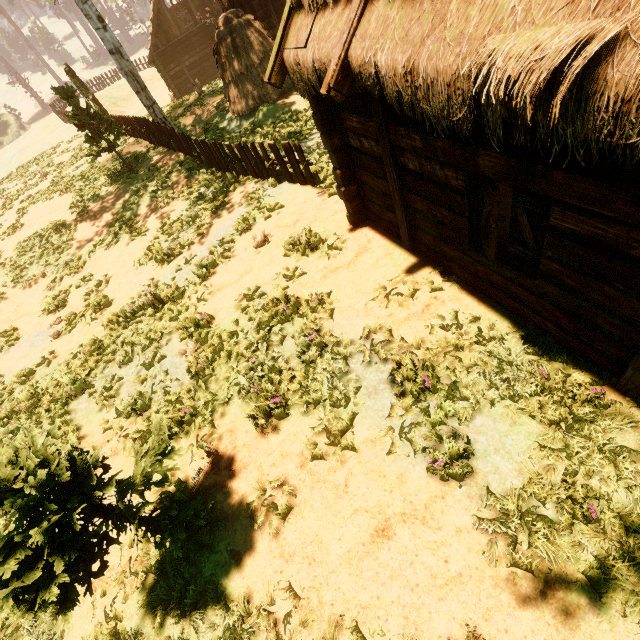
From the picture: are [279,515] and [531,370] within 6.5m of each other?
yes

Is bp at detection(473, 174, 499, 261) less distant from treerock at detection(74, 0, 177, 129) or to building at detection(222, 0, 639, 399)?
building at detection(222, 0, 639, 399)

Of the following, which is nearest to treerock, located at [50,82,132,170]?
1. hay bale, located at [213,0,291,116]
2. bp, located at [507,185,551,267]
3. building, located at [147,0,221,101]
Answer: building, located at [147,0,221,101]

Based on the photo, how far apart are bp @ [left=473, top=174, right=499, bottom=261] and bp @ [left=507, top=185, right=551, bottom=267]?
0.2m

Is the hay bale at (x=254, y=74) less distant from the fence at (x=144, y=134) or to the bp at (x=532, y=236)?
the fence at (x=144, y=134)

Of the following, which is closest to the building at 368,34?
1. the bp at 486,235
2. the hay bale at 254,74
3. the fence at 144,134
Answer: the bp at 486,235

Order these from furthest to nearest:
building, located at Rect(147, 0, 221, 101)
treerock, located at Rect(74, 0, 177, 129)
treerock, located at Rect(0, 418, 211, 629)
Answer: building, located at Rect(147, 0, 221, 101) → treerock, located at Rect(74, 0, 177, 129) → treerock, located at Rect(0, 418, 211, 629)
